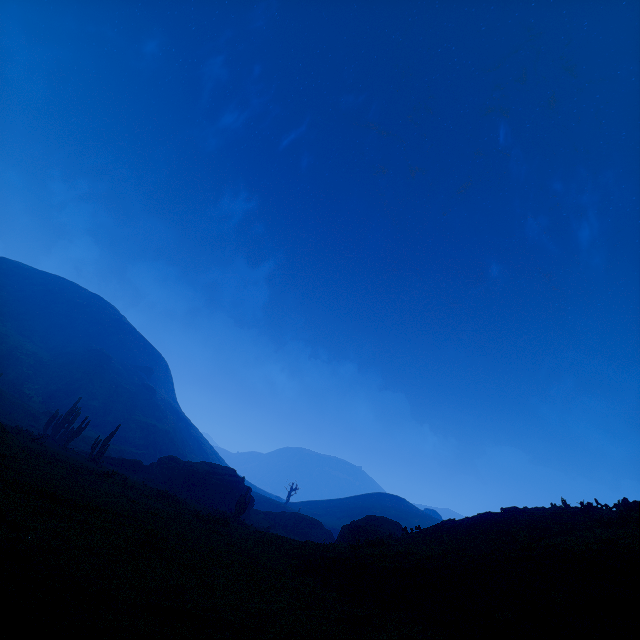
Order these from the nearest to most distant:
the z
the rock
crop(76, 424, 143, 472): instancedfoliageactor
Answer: the z → crop(76, 424, 143, 472): instancedfoliageactor → the rock

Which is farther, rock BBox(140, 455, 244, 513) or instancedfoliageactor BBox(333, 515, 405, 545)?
rock BBox(140, 455, 244, 513)

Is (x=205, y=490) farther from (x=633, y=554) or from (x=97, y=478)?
(x=633, y=554)

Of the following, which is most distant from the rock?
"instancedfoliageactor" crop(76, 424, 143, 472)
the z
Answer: the z

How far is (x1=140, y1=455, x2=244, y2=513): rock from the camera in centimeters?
3825cm

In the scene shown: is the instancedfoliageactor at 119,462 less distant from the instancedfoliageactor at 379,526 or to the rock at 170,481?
the rock at 170,481

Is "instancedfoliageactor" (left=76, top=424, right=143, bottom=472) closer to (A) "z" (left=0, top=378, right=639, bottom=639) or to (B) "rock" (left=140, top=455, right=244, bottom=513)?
(A) "z" (left=0, top=378, right=639, bottom=639)

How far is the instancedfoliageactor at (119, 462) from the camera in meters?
31.1 m
